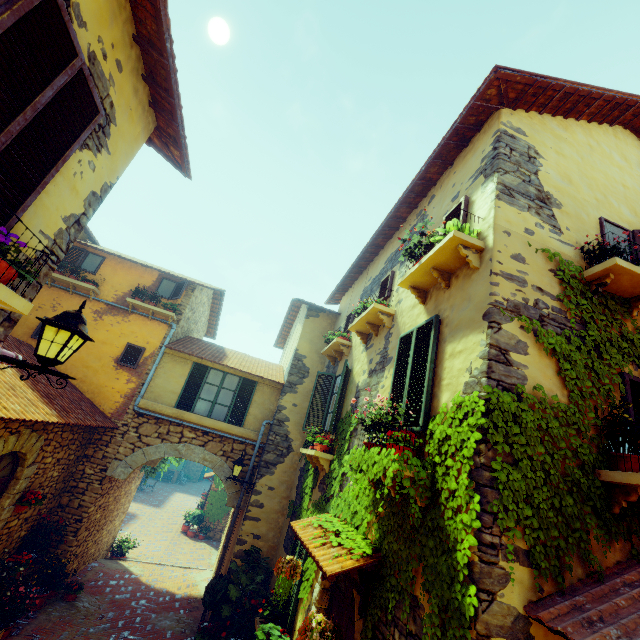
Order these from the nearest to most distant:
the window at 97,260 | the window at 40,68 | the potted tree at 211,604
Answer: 1. the window at 40,68
2. the potted tree at 211,604
3. the window at 97,260

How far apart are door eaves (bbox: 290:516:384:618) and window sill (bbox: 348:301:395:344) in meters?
3.6

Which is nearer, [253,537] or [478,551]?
[478,551]

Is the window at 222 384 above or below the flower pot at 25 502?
above

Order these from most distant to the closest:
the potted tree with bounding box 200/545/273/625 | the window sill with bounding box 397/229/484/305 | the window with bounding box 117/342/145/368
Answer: the window with bounding box 117/342/145/368 < the potted tree with bounding box 200/545/273/625 < the window sill with bounding box 397/229/484/305

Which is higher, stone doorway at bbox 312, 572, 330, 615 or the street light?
the street light

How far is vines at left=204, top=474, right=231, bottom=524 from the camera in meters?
18.7

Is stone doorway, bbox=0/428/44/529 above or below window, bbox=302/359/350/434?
below
